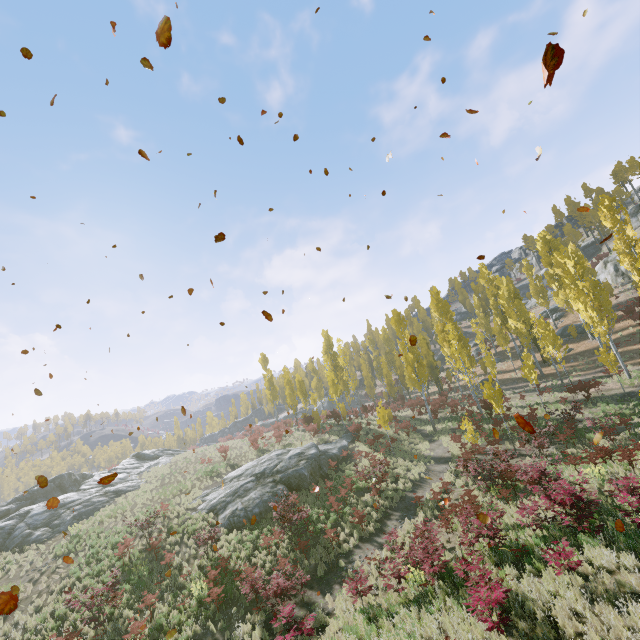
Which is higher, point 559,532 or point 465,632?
point 559,532

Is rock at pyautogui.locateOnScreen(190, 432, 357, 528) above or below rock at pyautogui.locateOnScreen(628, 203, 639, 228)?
below

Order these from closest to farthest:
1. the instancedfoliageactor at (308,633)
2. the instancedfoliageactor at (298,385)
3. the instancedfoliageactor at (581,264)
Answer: the instancedfoliageactor at (308,633) < the instancedfoliageactor at (298,385) < the instancedfoliageactor at (581,264)

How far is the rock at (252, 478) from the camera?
19.9m

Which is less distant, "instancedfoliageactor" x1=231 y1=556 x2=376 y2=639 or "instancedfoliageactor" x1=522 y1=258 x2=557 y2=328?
"instancedfoliageactor" x1=231 y1=556 x2=376 y2=639

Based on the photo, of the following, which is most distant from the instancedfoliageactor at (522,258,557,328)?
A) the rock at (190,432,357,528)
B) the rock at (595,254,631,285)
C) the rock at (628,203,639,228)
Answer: the rock at (628,203,639,228)

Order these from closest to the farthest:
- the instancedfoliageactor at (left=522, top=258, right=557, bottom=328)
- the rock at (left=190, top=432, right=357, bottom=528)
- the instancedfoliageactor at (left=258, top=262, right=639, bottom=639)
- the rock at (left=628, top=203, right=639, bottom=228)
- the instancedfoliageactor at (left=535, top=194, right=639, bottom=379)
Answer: the instancedfoliageactor at (left=258, top=262, right=639, bottom=639) → the rock at (left=190, top=432, right=357, bottom=528) → the instancedfoliageactor at (left=535, top=194, right=639, bottom=379) → the instancedfoliageactor at (left=522, top=258, right=557, bottom=328) → the rock at (left=628, top=203, right=639, bottom=228)

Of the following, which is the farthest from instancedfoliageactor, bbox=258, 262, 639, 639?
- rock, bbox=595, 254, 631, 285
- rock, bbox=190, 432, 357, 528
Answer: rock, bbox=595, 254, 631, 285
